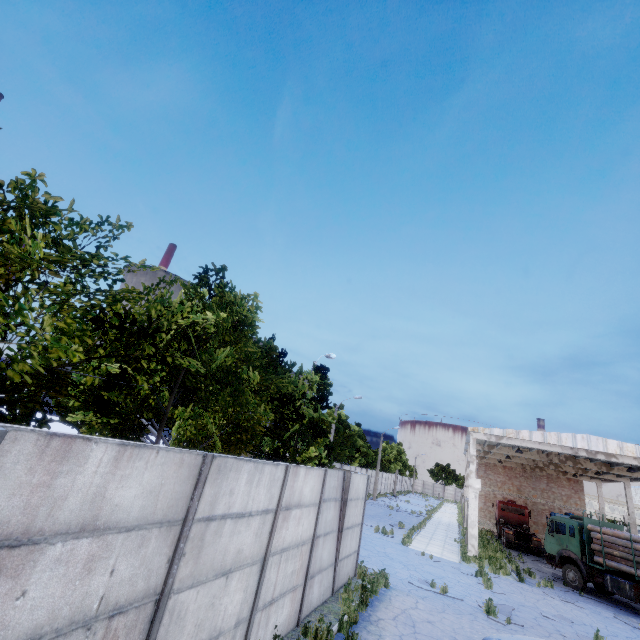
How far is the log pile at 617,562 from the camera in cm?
1688

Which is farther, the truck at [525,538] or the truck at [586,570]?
the truck at [525,538]

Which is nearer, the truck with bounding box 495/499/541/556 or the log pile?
the log pile

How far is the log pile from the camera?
16.88m

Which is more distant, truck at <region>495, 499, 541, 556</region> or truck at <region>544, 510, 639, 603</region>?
truck at <region>495, 499, 541, 556</region>

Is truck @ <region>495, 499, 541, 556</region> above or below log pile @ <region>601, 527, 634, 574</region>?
below

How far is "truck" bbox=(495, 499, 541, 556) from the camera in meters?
28.1 m

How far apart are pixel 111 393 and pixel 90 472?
3.2 meters
